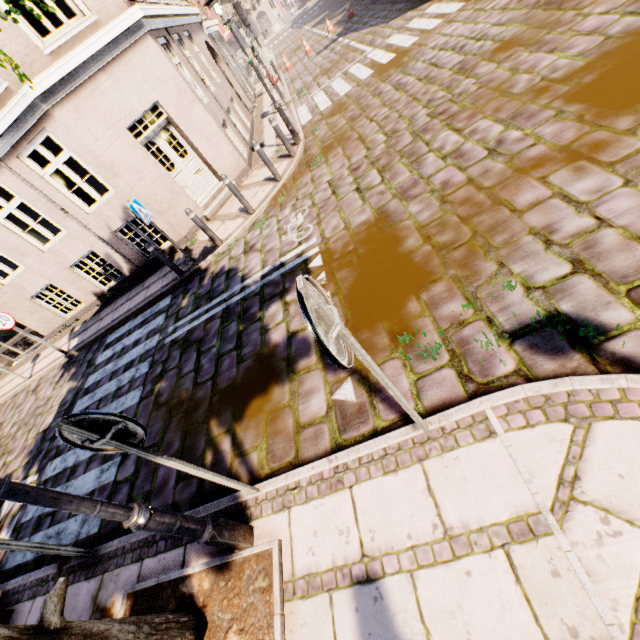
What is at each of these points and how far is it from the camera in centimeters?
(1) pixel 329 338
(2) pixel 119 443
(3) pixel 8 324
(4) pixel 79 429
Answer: (1) sign, 159cm
(2) sign pole, 229cm
(3) sign, 839cm
(4) sign pole, 211cm

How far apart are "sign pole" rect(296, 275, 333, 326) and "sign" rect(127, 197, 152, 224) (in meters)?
6.71

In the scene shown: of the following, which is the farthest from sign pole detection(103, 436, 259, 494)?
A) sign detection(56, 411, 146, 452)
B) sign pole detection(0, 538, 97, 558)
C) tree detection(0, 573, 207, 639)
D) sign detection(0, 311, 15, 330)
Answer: sign detection(0, 311, 15, 330)

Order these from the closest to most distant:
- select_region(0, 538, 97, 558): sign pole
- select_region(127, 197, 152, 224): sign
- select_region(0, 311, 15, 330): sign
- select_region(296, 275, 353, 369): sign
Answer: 1. select_region(296, 275, 353, 369): sign
2. select_region(0, 538, 97, 558): sign pole
3. select_region(127, 197, 152, 224): sign
4. select_region(0, 311, 15, 330): sign

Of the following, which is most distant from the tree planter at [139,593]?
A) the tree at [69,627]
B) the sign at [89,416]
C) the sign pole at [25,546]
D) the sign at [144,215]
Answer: the sign at [144,215]

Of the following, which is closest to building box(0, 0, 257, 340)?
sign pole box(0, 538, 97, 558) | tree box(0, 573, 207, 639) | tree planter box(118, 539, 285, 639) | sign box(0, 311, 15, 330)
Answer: sign box(0, 311, 15, 330)

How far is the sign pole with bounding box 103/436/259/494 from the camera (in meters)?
2.31

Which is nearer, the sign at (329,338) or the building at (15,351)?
the sign at (329,338)
